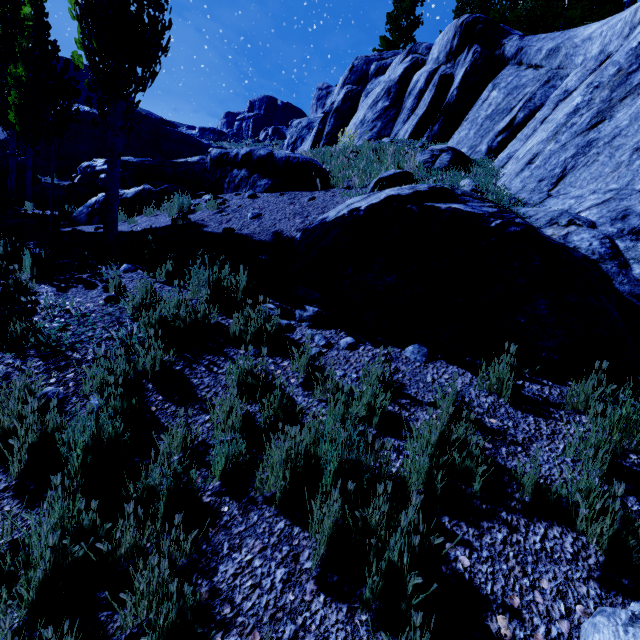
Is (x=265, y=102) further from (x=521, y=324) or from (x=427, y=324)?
(x=521, y=324)

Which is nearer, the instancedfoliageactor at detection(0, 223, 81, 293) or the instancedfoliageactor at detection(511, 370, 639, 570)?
the instancedfoliageactor at detection(511, 370, 639, 570)

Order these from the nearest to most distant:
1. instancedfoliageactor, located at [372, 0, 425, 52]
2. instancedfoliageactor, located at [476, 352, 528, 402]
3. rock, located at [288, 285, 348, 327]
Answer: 1. instancedfoliageactor, located at [476, 352, 528, 402]
2. rock, located at [288, 285, 348, 327]
3. instancedfoliageactor, located at [372, 0, 425, 52]

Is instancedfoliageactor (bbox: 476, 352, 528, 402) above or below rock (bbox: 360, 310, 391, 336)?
below

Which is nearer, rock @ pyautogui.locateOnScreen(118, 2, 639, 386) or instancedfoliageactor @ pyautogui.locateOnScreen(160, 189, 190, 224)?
rock @ pyautogui.locateOnScreen(118, 2, 639, 386)

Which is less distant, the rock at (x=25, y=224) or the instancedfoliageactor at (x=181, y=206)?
the instancedfoliageactor at (x=181, y=206)

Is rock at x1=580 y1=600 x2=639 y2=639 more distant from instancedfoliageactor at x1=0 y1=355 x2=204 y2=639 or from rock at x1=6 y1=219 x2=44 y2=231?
rock at x1=6 y1=219 x2=44 y2=231

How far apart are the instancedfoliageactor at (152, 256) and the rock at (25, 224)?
6.6 meters
